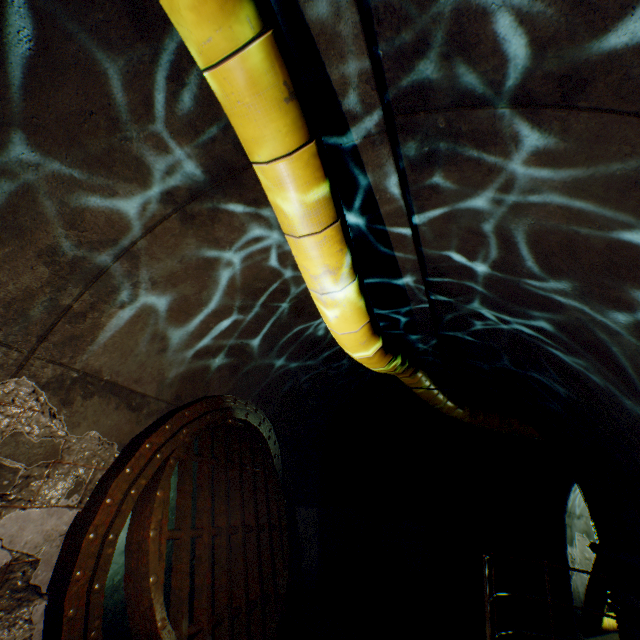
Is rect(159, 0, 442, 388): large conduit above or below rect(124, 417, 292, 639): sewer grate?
above

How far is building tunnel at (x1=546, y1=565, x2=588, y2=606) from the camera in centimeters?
735cm

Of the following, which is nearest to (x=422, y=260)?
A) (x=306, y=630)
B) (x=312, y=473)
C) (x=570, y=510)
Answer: (x=312, y=473)

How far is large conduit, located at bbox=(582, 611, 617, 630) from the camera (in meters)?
8.26

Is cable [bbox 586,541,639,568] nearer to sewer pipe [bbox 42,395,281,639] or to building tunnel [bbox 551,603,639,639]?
building tunnel [bbox 551,603,639,639]

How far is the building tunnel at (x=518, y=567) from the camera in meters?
7.6

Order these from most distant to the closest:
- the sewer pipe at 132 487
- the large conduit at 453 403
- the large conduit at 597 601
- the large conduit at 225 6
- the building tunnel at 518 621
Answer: the large conduit at 597 601 < the building tunnel at 518 621 < the large conduit at 453 403 < the sewer pipe at 132 487 < the large conduit at 225 6
